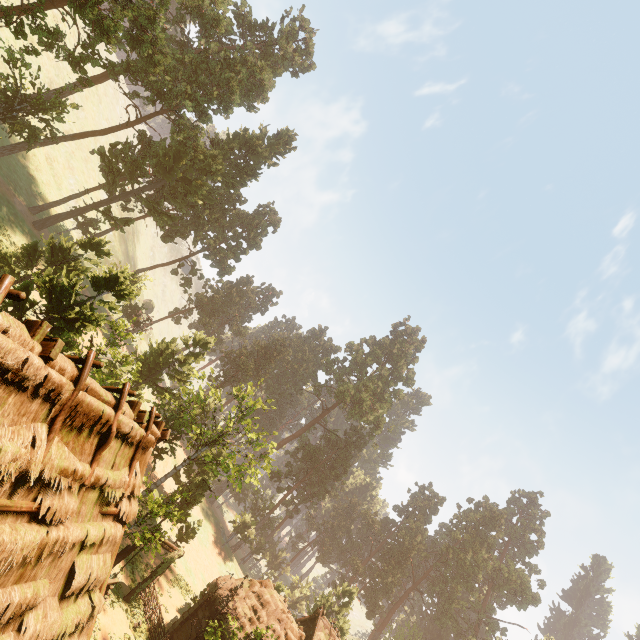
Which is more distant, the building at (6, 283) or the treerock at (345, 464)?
the treerock at (345, 464)

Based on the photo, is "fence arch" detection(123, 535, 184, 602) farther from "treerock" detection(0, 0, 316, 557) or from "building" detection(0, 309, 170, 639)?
"treerock" detection(0, 0, 316, 557)

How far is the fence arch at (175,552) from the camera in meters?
19.0 m

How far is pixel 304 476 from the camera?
58.4 meters

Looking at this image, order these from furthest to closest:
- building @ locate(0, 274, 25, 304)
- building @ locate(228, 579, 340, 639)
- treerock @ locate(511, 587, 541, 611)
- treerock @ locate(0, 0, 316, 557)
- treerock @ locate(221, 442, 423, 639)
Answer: treerock @ locate(511, 587, 541, 611)
treerock @ locate(221, 442, 423, 639)
building @ locate(228, 579, 340, 639)
treerock @ locate(0, 0, 316, 557)
building @ locate(0, 274, 25, 304)

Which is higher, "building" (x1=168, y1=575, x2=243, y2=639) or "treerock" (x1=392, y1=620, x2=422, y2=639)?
"treerock" (x1=392, y1=620, x2=422, y2=639)

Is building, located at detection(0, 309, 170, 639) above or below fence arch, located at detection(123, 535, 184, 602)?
above

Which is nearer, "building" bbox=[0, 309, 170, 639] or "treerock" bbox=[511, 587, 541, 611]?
"building" bbox=[0, 309, 170, 639]
